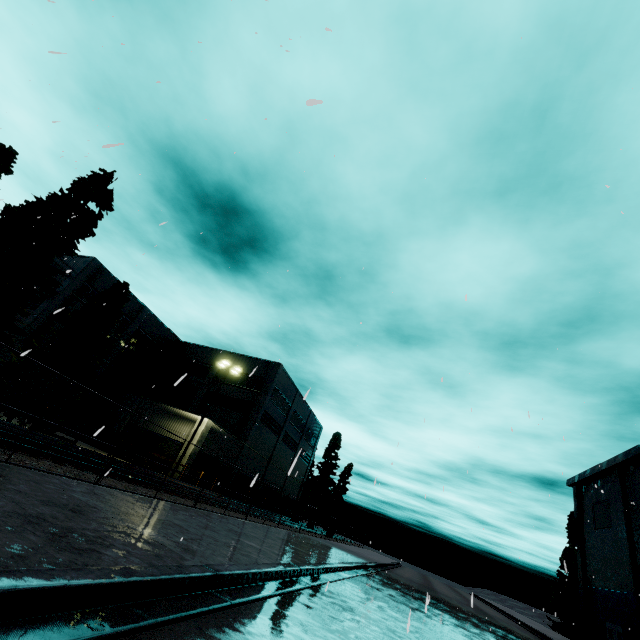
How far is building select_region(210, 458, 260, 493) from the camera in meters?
30.9 m

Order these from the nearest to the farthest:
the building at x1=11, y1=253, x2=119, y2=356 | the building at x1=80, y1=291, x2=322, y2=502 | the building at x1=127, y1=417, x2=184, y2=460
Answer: the building at x1=127, y1=417, x2=184, y2=460
the building at x1=11, y1=253, x2=119, y2=356
the building at x1=80, y1=291, x2=322, y2=502

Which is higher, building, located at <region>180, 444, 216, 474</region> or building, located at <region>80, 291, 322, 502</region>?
building, located at <region>80, 291, 322, 502</region>

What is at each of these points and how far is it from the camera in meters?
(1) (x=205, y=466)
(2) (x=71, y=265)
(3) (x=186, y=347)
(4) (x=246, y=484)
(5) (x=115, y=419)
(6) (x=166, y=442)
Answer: (1) building, 29.2
(2) building, 33.0
(3) building, 44.5
(4) building, 36.6
(5) building, 30.5
(6) building, 27.9

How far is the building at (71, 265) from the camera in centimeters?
2869cm

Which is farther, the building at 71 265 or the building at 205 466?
the building at 71 265

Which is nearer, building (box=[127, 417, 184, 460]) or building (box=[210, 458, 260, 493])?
building (box=[127, 417, 184, 460])

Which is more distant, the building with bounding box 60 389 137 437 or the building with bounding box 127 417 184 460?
the building with bounding box 60 389 137 437
